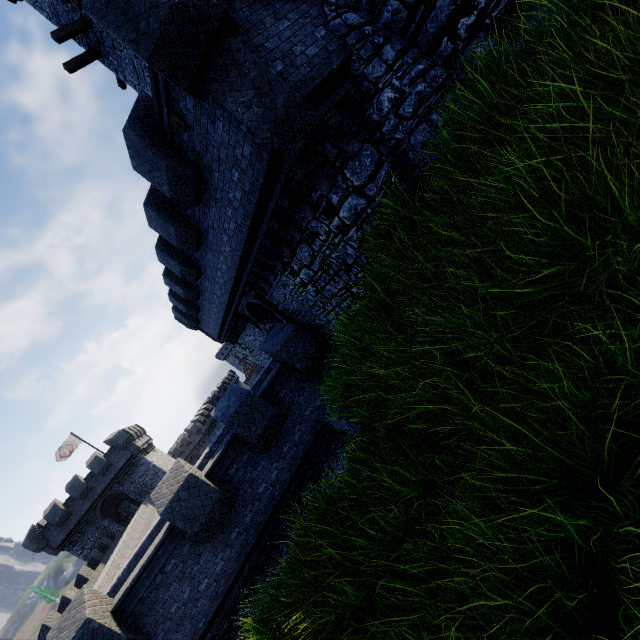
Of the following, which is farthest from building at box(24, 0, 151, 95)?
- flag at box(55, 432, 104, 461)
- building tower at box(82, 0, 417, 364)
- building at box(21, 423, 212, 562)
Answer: flag at box(55, 432, 104, 461)

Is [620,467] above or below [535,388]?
below

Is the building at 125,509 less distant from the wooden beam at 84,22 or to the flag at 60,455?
the flag at 60,455

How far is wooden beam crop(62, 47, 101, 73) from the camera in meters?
13.2 m

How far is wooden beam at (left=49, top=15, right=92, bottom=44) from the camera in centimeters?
1214cm

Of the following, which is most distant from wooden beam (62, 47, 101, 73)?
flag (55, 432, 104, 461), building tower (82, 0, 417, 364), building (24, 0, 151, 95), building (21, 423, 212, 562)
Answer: flag (55, 432, 104, 461)

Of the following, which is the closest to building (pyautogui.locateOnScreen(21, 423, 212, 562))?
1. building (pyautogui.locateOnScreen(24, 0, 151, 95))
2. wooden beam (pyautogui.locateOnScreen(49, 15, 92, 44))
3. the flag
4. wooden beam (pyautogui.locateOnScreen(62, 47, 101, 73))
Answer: the flag

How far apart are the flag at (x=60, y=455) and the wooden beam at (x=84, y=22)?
35.7m
